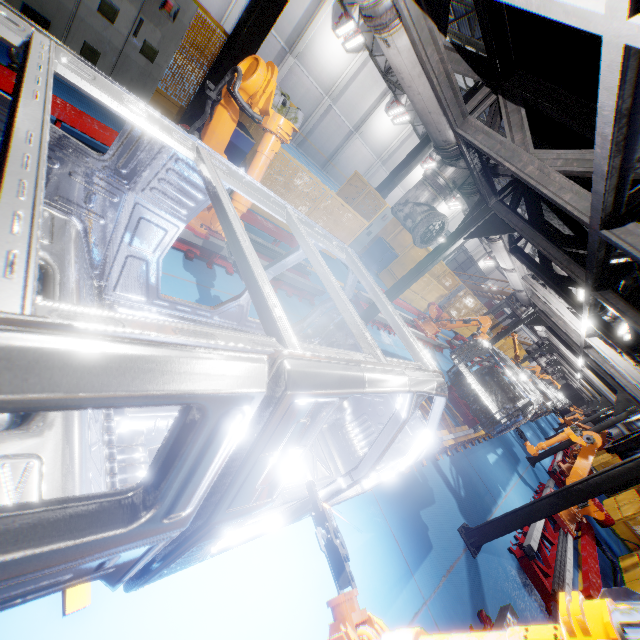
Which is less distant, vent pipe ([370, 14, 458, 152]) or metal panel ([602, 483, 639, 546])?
vent pipe ([370, 14, 458, 152])

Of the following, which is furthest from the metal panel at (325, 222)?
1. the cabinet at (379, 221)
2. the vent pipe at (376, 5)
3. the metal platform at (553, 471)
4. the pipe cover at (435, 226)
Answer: the pipe cover at (435, 226)

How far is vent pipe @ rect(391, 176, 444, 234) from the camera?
4.80m

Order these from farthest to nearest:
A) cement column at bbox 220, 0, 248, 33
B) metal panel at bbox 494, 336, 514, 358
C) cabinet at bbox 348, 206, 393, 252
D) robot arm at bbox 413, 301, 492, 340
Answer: metal panel at bbox 494, 336, 514, 358, cement column at bbox 220, 0, 248, 33, cabinet at bbox 348, 206, 393, 252, robot arm at bbox 413, 301, 492, 340

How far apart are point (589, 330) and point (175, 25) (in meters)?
10.18

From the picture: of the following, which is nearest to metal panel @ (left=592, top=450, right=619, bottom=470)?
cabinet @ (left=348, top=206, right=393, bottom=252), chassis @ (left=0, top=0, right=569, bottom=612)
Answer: cabinet @ (left=348, top=206, right=393, bottom=252)

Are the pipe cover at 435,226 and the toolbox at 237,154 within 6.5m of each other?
yes

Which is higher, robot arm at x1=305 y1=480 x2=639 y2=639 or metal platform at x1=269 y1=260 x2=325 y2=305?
robot arm at x1=305 y1=480 x2=639 y2=639
